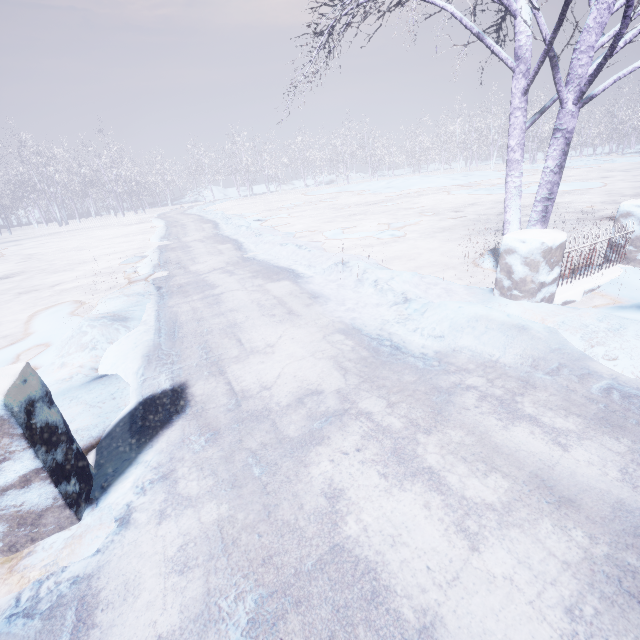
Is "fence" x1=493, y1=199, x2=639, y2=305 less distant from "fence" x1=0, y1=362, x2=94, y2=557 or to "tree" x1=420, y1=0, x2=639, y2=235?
"tree" x1=420, y1=0, x2=639, y2=235

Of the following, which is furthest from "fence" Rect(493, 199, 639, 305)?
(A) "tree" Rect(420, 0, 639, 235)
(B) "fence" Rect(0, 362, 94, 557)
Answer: (B) "fence" Rect(0, 362, 94, 557)

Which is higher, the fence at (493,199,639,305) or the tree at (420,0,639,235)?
the tree at (420,0,639,235)

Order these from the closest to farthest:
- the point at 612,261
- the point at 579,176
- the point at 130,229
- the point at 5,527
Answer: the point at 5,527 → the point at 612,261 → the point at 579,176 → the point at 130,229

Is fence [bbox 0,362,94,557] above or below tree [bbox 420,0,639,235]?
below

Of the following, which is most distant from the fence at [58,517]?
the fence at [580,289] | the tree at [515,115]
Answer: the fence at [580,289]

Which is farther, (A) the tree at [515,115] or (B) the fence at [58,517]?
(A) the tree at [515,115]
